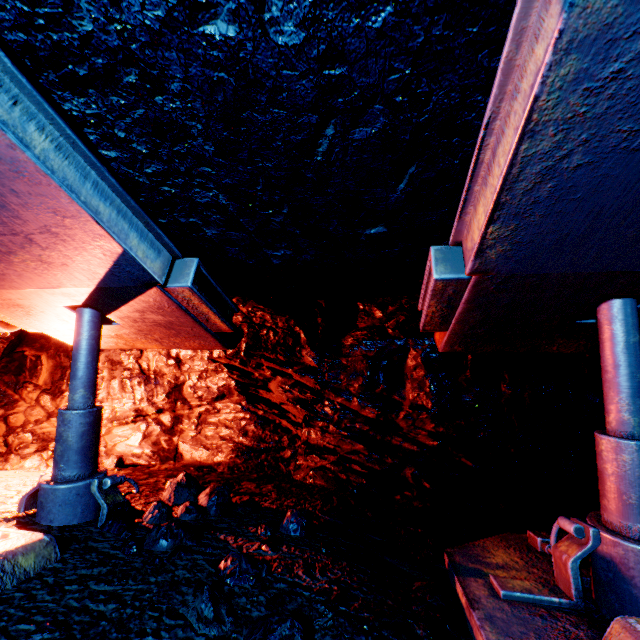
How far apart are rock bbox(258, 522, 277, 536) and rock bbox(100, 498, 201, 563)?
0.3 meters

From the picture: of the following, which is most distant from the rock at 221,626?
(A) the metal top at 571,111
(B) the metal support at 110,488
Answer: (B) the metal support at 110,488

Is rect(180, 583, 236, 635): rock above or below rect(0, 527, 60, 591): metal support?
below

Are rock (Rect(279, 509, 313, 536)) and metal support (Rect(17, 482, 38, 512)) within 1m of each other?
no

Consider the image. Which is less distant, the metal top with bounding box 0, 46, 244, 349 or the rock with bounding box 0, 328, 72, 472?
the metal top with bounding box 0, 46, 244, 349

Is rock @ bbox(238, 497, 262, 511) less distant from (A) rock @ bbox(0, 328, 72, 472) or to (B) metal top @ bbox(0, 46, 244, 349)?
(A) rock @ bbox(0, 328, 72, 472)

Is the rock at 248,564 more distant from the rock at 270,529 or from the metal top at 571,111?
the metal top at 571,111

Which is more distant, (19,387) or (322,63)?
(19,387)
